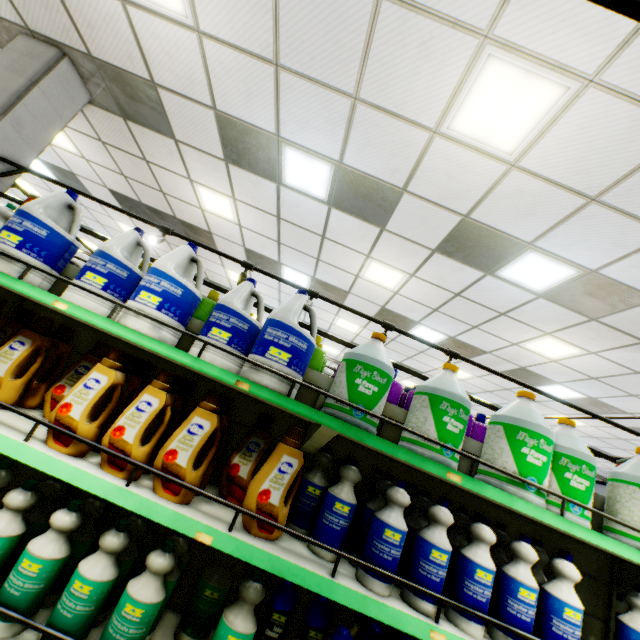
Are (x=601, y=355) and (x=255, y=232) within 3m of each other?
no

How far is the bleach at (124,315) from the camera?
1.6 meters

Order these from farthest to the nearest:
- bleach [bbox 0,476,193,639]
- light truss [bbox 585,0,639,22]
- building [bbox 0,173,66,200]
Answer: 1. building [bbox 0,173,66,200]
2. bleach [bbox 0,476,193,639]
3. light truss [bbox 585,0,639,22]

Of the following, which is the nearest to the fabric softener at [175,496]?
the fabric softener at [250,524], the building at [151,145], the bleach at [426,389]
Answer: the fabric softener at [250,524]

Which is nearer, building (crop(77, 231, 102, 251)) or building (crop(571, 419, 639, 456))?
building (crop(571, 419, 639, 456))

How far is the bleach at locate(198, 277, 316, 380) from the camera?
1.6m

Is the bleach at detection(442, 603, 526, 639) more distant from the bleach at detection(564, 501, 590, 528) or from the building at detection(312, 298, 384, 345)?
the building at detection(312, 298, 384, 345)

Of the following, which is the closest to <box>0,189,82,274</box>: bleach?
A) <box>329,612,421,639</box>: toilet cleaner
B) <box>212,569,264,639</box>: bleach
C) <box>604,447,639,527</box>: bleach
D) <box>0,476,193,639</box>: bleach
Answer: <box>0,476,193,639</box>: bleach
